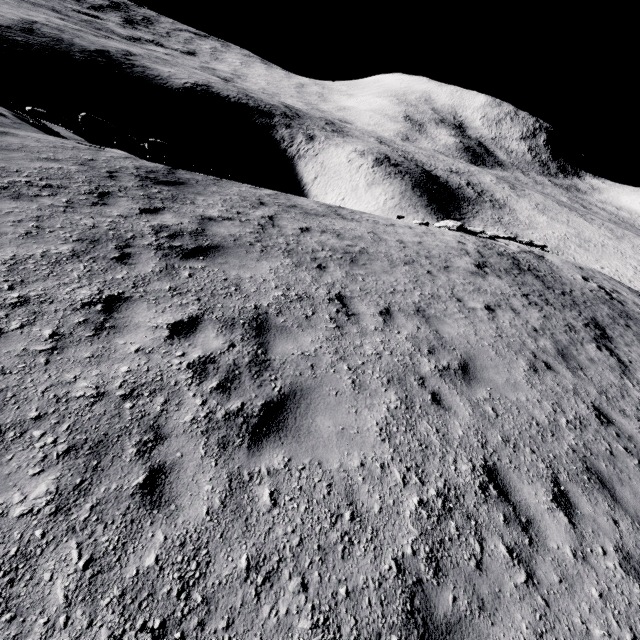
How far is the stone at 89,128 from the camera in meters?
12.3

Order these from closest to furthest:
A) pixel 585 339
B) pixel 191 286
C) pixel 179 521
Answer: pixel 179 521
pixel 191 286
pixel 585 339

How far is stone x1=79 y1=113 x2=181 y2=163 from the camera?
12.30m
